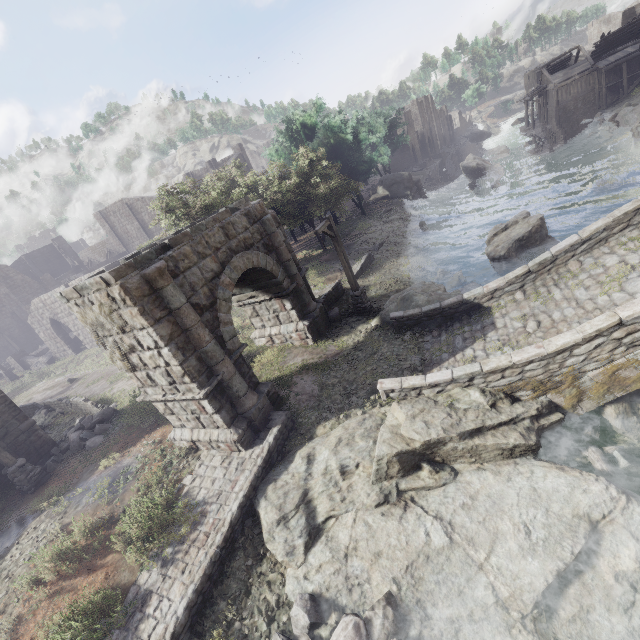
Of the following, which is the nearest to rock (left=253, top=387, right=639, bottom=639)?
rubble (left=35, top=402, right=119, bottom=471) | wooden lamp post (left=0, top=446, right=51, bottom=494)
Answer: wooden lamp post (left=0, top=446, right=51, bottom=494)

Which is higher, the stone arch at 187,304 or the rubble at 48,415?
the stone arch at 187,304

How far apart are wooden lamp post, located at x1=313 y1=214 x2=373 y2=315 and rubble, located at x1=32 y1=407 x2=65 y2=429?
17.2m

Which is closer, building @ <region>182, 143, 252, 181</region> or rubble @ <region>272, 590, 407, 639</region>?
rubble @ <region>272, 590, 407, 639</region>

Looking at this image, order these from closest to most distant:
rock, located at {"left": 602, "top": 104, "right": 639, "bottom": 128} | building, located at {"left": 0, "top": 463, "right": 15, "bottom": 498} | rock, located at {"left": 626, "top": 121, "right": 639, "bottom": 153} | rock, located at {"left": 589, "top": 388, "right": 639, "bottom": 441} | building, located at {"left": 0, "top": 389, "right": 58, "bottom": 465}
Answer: rock, located at {"left": 589, "top": 388, "right": 639, "bottom": 441}
building, located at {"left": 0, "top": 463, "right": 15, "bottom": 498}
building, located at {"left": 0, "top": 389, "right": 58, "bottom": 465}
rock, located at {"left": 626, "top": 121, "right": 639, "bottom": 153}
rock, located at {"left": 602, "top": 104, "right": 639, "bottom": 128}

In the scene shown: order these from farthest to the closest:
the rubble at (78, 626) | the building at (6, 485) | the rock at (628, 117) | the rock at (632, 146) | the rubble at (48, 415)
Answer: the rock at (628, 117) → the rock at (632, 146) → the rubble at (48, 415) → the building at (6, 485) → the rubble at (78, 626)

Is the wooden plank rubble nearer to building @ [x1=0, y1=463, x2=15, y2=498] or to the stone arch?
building @ [x1=0, y1=463, x2=15, y2=498]

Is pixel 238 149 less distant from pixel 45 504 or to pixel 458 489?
pixel 45 504
